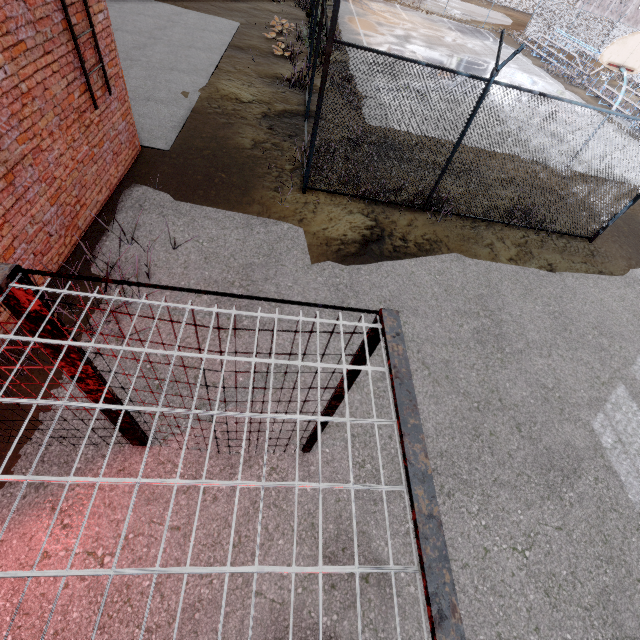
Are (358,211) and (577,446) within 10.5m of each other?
yes

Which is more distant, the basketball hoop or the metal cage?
the basketball hoop

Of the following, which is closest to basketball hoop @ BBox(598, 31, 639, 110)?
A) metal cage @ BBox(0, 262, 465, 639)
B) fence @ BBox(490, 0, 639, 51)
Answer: fence @ BBox(490, 0, 639, 51)

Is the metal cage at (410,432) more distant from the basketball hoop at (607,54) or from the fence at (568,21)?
the basketball hoop at (607,54)

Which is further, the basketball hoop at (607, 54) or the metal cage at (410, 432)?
the basketball hoop at (607, 54)

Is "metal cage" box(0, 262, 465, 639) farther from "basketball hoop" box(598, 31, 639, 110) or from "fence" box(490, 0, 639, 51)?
"basketball hoop" box(598, 31, 639, 110)
